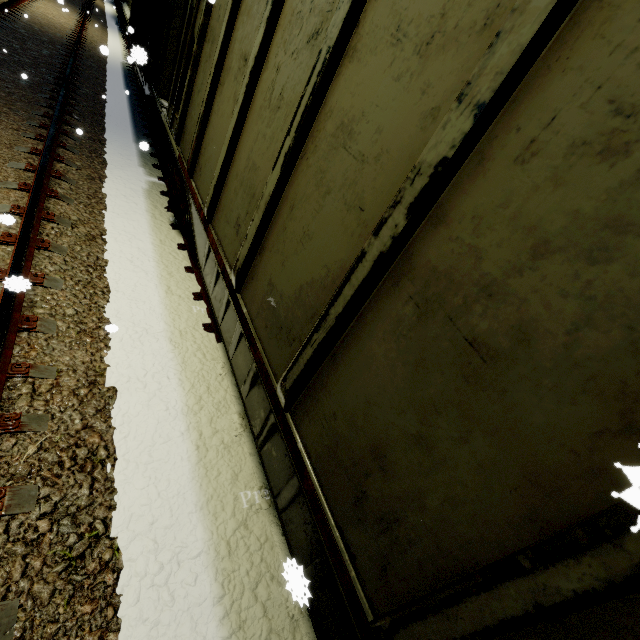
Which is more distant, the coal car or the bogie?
the bogie

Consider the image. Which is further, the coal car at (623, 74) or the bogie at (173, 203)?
the bogie at (173, 203)

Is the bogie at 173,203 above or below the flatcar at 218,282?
below

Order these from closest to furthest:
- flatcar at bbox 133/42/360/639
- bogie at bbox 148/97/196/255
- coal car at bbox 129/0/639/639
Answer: coal car at bbox 129/0/639/639, flatcar at bbox 133/42/360/639, bogie at bbox 148/97/196/255

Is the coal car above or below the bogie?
above

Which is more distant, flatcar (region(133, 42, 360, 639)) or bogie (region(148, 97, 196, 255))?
bogie (region(148, 97, 196, 255))

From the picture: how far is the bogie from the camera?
5.0 meters

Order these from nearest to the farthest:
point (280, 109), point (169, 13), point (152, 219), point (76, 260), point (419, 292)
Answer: point (419, 292) → point (280, 109) → point (76, 260) → point (152, 219) → point (169, 13)
